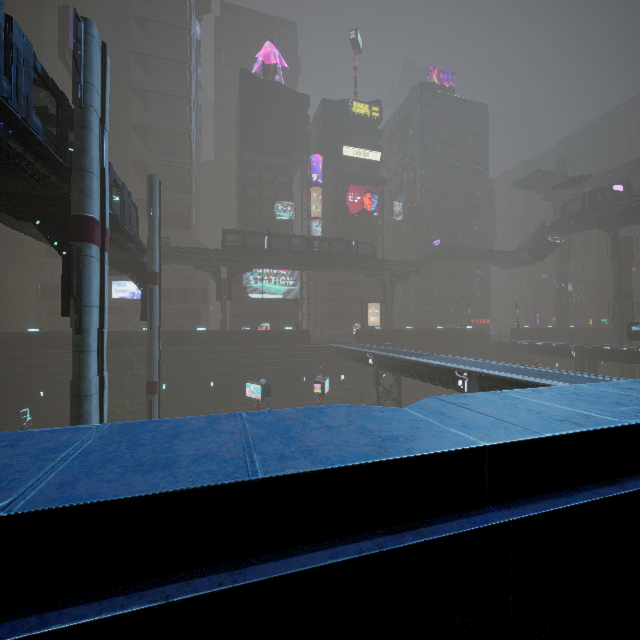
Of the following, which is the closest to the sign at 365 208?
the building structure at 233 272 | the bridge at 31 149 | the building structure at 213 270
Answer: the building structure at 233 272

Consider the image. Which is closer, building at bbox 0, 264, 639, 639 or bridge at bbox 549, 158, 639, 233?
building at bbox 0, 264, 639, 639

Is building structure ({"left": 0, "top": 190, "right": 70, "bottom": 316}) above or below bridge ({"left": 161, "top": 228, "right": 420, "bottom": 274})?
below

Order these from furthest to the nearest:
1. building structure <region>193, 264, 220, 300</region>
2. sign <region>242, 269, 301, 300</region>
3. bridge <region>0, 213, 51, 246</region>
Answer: sign <region>242, 269, 301, 300</region> < building structure <region>193, 264, 220, 300</region> < bridge <region>0, 213, 51, 246</region>

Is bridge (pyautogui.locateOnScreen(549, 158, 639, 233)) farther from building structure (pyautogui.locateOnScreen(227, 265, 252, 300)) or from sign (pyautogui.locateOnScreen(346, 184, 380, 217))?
building structure (pyautogui.locateOnScreen(227, 265, 252, 300))

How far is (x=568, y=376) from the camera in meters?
16.5

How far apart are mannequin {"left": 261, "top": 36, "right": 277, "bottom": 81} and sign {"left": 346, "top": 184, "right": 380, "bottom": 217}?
22.62m

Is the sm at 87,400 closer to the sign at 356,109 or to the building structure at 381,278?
the building structure at 381,278
